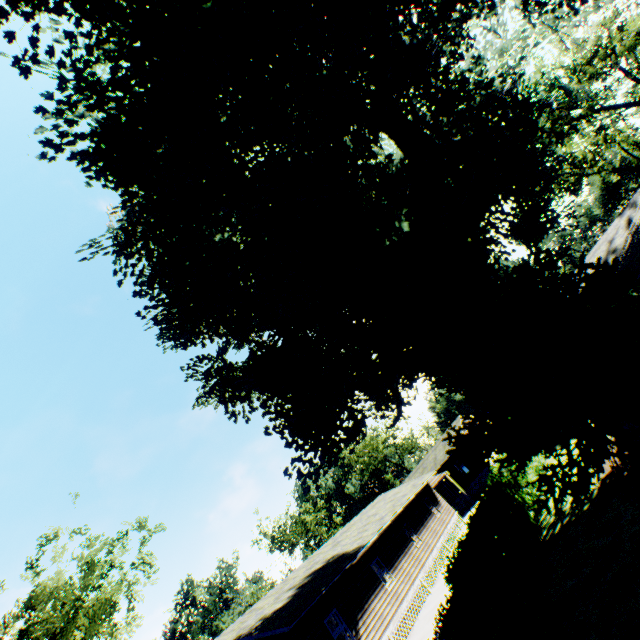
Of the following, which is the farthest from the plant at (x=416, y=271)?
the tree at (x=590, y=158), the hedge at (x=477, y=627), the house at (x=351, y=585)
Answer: the tree at (x=590, y=158)

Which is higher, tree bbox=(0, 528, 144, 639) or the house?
tree bbox=(0, 528, 144, 639)

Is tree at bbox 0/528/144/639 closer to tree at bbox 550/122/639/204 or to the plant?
the plant

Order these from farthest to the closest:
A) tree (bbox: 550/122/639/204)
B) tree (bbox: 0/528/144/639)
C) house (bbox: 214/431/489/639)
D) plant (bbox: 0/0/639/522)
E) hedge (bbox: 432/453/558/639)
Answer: tree (bbox: 550/122/639/204)
tree (bbox: 0/528/144/639)
house (bbox: 214/431/489/639)
plant (bbox: 0/0/639/522)
hedge (bbox: 432/453/558/639)

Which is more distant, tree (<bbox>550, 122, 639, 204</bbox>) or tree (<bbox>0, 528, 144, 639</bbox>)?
tree (<bbox>550, 122, 639, 204</bbox>)

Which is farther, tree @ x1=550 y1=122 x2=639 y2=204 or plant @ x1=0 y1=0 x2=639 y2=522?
tree @ x1=550 y1=122 x2=639 y2=204

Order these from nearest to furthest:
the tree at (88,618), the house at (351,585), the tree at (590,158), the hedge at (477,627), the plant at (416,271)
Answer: the hedge at (477,627), the plant at (416,271), the house at (351,585), the tree at (88,618), the tree at (590,158)

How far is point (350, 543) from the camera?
21.4 meters
